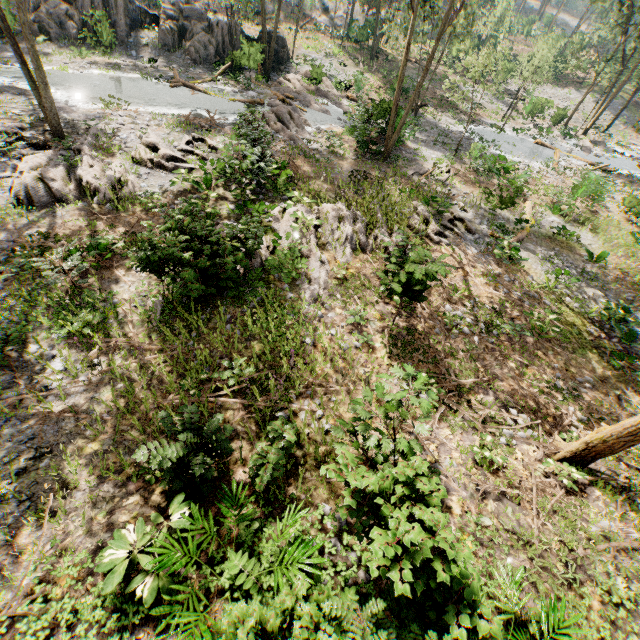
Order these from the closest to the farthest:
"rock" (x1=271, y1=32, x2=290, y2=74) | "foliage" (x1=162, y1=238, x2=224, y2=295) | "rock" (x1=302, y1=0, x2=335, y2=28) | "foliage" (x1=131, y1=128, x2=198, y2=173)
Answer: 1. "foliage" (x1=162, y1=238, x2=224, y2=295)
2. "foliage" (x1=131, y1=128, x2=198, y2=173)
3. "rock" (x1=271, y1=32, x2=290, y2=74)
4. "rock" (x1=302, y1=0, x2=335, y2=28)

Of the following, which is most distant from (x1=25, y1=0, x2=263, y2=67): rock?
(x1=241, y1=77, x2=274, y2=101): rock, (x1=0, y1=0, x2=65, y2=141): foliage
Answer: (x1=241, y1=77, x2=274, y2=101): rock

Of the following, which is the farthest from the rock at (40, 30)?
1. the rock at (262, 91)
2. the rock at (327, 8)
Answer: the rock at (327, 8)

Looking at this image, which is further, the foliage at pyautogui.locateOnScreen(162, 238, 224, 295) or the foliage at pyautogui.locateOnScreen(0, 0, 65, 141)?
the foliage at pyautogui.locateOnScreen(0, 0, 65, 141)

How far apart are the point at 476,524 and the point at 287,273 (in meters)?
8.69

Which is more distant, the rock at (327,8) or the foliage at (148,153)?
the rock at (327,8)

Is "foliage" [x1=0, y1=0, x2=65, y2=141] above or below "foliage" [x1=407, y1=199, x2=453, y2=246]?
above
